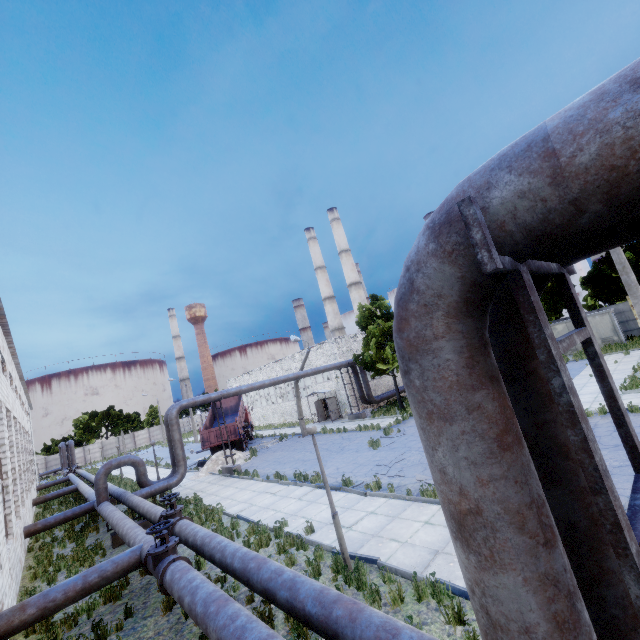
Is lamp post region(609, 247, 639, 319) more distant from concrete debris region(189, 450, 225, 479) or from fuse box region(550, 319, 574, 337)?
fuse box region(550, 319, 574, 337)

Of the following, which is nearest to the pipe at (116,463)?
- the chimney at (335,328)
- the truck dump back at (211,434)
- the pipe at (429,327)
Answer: the pipe at (429,327)

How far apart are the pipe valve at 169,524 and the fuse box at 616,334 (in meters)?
37.95

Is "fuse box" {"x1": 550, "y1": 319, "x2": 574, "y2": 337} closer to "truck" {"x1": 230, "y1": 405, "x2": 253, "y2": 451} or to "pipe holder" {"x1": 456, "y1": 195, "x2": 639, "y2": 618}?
"truck" {"x1": 230, "y1": 405, "x2": 253, "y2": 451}

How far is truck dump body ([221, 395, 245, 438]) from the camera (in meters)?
27.83

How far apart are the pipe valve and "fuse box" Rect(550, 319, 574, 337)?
37.95m

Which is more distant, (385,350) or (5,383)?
(385,350)
